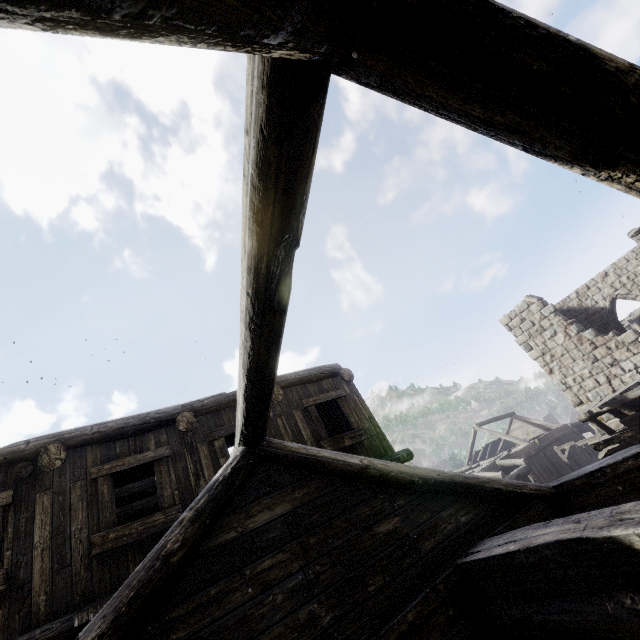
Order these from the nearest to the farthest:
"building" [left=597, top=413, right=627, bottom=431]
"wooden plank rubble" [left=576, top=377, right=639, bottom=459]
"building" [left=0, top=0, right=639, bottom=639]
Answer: "building" [left=0, top=0, right=639, bottom=639] < "wooden plank rubble" [left=576, top=377, right=639, bottom=459] < "building" [left=597, top=413, right=627, bottom=431]

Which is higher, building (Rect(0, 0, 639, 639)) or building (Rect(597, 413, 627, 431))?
building (Rect(0, 0, 639, 639))

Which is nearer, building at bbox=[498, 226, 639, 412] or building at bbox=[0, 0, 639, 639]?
building at bbox=[0, 0, 639, 639]

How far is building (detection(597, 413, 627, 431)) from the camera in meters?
12.6 m

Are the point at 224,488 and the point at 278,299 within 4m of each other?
yes

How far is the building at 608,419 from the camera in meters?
12.6

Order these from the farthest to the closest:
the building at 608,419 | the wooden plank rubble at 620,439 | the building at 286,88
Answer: the building at 608,419 → the wooden plank rubble at 620,439 → the building at 286,88

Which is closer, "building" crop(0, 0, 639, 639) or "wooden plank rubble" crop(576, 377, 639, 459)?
"building" crop(0, 0, 639, 639)
